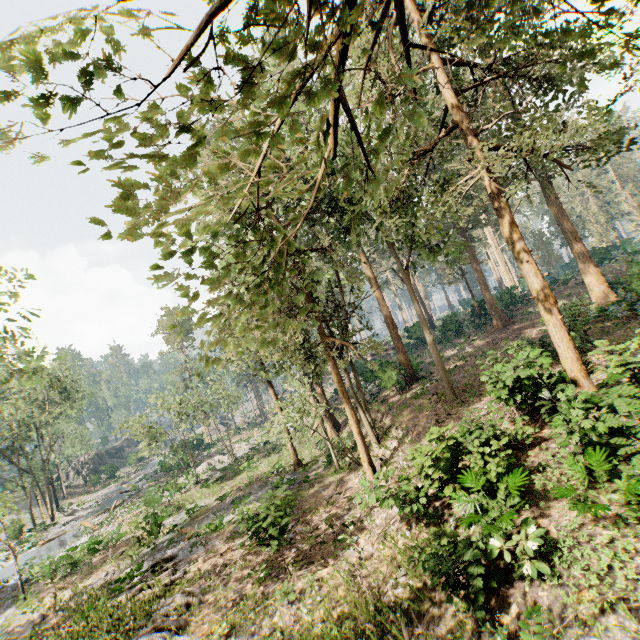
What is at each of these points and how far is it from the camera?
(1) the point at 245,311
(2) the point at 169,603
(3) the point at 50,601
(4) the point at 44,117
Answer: (1) foliage, 2.9 meters
(2) foliage, 12.3 meters
(3) foliage, 15.8 meters
(4) foliage, 1.4 meters

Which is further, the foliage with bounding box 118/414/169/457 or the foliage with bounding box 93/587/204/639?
the foliage with bounding box 118/414/169/457

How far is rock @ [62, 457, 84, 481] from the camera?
53.9 meters

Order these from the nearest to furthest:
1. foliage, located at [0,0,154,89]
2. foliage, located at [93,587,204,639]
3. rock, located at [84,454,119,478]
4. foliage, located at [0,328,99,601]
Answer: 1. foliage, located at [0,0,154,89]
2. foliage, located at [93,587,204,639]
3. foliage, located at [0,328,99,601]
4. rock, located at [84,454,119,478]

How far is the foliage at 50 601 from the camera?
14.30m

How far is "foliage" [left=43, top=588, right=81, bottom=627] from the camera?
14.3m

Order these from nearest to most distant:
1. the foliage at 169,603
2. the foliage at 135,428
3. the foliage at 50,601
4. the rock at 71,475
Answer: the foliage at 169,603 → the foliage at 50,601 → the foliage at 135,428 → the rock at 71,475
